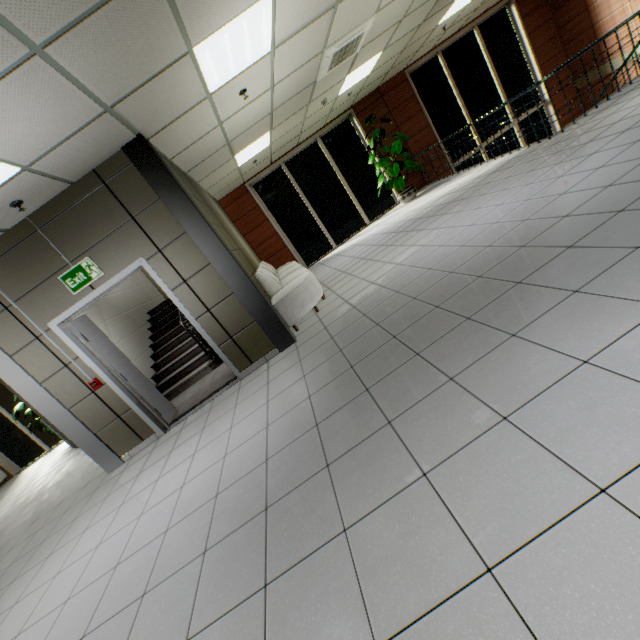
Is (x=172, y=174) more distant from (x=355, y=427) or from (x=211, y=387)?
(x=355, y=427)

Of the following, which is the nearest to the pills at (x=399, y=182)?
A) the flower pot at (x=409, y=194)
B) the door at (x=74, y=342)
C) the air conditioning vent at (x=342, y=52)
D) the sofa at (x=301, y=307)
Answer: the flower pot at (x=409, y=194)

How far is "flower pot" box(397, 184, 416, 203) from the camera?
9.5 meters

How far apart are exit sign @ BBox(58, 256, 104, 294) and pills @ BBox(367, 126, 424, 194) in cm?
763

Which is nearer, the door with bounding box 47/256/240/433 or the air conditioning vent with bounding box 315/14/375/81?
the door with bounding box 47/256/240/433

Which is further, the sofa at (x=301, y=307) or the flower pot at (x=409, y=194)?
the flower pot at (x=409, y=194)

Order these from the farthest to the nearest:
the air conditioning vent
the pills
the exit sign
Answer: the pills < the air conditioning vent < the exit sign

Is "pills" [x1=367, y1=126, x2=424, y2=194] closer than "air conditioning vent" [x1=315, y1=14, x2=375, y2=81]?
No
